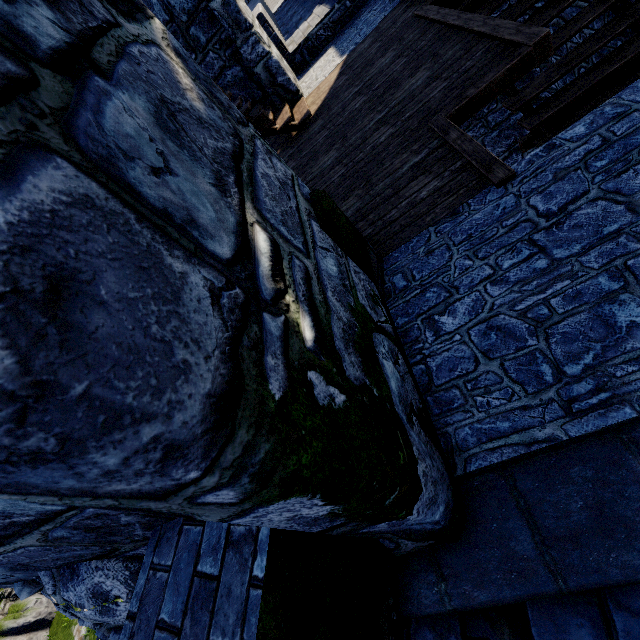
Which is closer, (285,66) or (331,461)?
(331,461)
